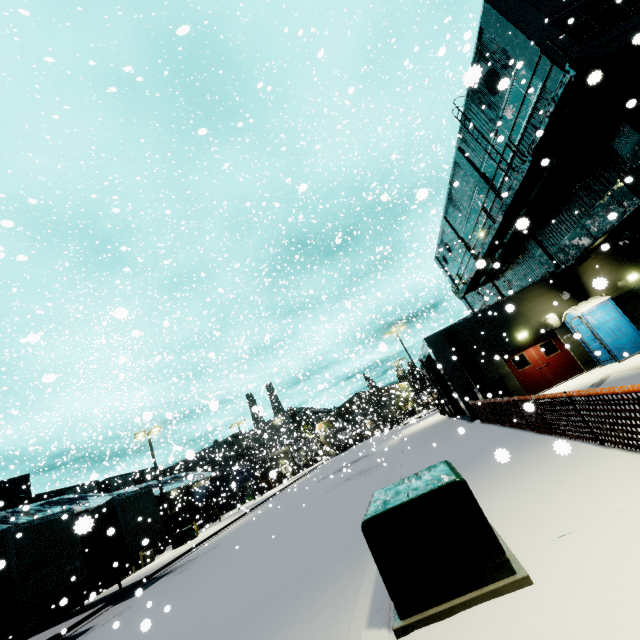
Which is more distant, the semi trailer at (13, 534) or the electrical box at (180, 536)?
the electrical box at (180, 536)

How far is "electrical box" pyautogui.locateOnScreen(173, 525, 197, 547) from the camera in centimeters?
2612cm

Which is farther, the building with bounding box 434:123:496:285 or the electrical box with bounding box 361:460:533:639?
the building with bounding box 434:123:496:285

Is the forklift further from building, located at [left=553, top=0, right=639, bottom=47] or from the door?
the door

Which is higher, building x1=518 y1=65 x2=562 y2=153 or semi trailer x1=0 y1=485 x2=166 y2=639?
building x1=518 y1=65 x2=562 y2=153

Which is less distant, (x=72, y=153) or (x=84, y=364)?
(x=72, y=153)

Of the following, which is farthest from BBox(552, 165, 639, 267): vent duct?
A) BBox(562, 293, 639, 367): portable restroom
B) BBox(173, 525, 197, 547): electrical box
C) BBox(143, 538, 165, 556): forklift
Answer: BBox(143, 538, 165, 556): forklift

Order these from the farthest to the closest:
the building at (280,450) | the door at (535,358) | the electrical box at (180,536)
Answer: Result:
1. the building at (280,450)
2. the electrical box at (180,536)
3. the door at (535,358)
